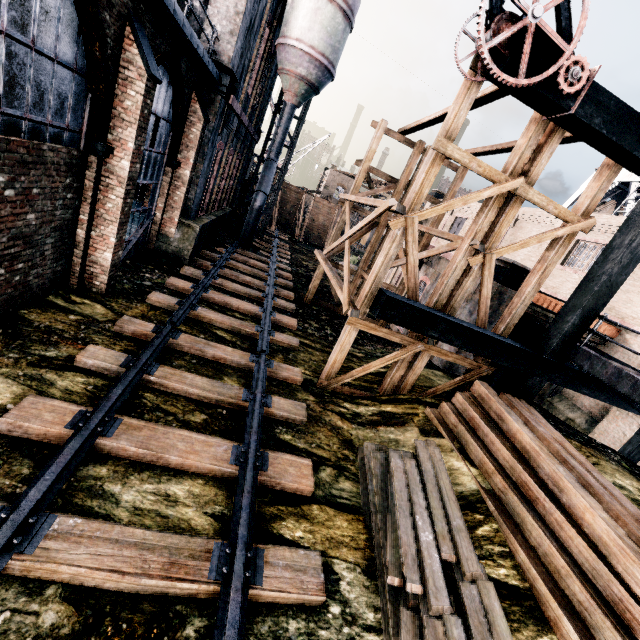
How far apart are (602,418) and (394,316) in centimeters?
1212cm

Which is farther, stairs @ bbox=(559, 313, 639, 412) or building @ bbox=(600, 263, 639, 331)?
building @ bbox=(600, 263, 639, 331)

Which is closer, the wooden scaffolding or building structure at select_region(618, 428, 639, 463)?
the wooden scaffolding

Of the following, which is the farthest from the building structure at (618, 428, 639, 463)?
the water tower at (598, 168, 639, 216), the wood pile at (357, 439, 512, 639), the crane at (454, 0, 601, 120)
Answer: the water tower at (598, 168, 639, 216)

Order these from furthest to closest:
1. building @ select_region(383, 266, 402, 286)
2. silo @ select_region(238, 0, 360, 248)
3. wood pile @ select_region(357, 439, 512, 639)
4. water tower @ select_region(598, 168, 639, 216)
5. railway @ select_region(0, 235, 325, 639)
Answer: building @ select_region(383, 266, 402, 286)
water tower @ select_region(598, 168, 639, 216)
silo @ select_region(238, 0, 360, 248)
wood pile @ select_region(357, 439, 512, 639)
railway @ select_region(0, 235, 325, 639)

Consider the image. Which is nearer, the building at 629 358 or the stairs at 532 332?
the stairs at 532 332

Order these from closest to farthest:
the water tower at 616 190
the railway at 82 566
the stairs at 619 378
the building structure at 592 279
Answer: the railway at 82 566, the stairs at 619 378, the building structure at 592 279, the water tower at 616 190

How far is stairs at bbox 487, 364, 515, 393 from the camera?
13.2m
